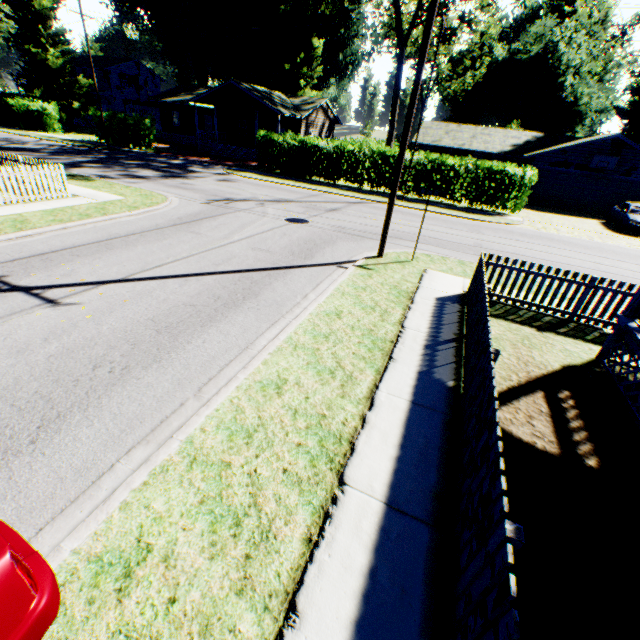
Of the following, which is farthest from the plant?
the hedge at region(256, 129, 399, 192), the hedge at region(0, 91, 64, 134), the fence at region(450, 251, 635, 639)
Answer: the fence at region(450, 251, 635, 639)

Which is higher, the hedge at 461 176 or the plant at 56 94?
the plant at 56 94

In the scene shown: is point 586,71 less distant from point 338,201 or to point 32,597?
point 338,201

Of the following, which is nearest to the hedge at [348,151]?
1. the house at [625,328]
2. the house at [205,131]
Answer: the house at [205,131]

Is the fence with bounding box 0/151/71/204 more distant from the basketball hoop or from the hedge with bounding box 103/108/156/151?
the basketball hoop

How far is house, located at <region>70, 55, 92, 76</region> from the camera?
50.56m

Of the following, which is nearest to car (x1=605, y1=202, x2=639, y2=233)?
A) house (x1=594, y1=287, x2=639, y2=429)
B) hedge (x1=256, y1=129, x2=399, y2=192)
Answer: hedge (x1=256, y1=129, x2=399, y2=192)

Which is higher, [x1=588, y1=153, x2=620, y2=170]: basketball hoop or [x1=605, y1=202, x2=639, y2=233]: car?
[x1=588, y1=153, x2=620, y2=170]: basketball hoop
